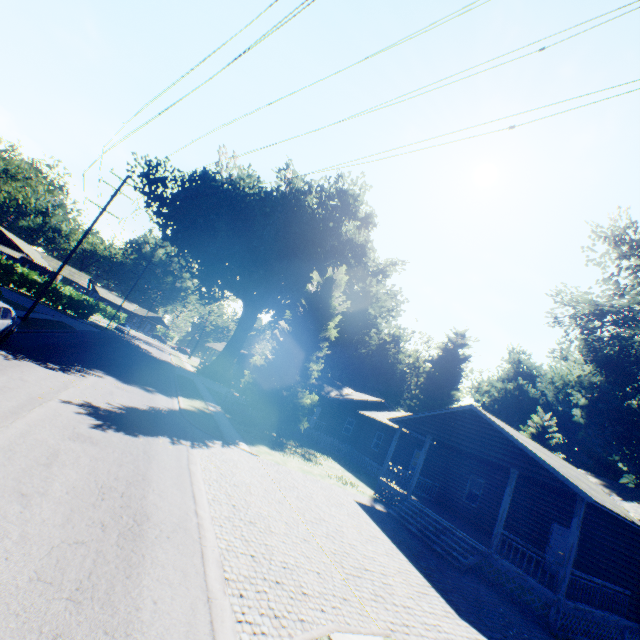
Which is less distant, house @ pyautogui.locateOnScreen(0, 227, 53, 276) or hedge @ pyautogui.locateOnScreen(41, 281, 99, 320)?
hedge @ pyautogui.locateOnScreen(41, 281, 99, 320)

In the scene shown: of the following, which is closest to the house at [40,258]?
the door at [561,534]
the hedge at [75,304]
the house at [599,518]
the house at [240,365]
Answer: the hedge at [75,304]

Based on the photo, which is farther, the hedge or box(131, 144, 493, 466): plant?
the hedge

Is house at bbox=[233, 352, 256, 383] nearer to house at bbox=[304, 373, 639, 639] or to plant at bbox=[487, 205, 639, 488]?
plant at bbox=[487, 205, 639, 488]

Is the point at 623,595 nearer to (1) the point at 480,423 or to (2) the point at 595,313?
(1) the point at 480,423

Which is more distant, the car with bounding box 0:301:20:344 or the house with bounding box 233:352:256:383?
the house with bounding box 233:352:256:383

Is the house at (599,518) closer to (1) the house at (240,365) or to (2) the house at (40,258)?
(1) the house at (240,365)

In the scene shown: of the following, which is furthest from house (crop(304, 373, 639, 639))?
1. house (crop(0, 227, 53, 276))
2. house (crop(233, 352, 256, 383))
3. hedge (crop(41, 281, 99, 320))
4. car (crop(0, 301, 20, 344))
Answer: house (crop(0, 227, 53, 276))
